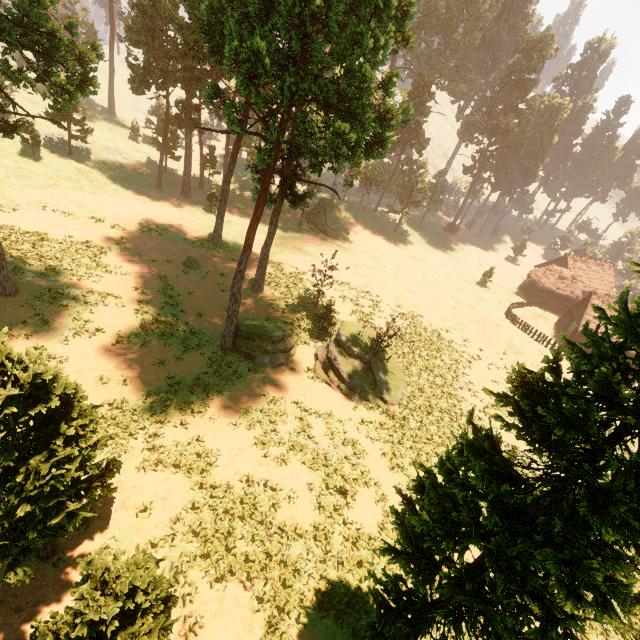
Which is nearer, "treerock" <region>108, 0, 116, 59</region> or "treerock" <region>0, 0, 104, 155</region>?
"treerock" <region>0, 0, 104, 155</region>

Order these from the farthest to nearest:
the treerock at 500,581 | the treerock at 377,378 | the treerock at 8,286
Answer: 1. the treerock at 377,378
2. the treerock at 8,286
3. the treerock at 500,581

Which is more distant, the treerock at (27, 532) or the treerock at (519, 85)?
the treerock at (519, 85)

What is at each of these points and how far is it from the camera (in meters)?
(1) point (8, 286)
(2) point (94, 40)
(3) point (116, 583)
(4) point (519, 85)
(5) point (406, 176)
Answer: (1) treerock, 19.83
(2) treerock, 16.95
(3) treerock, 6.66
(4) treerock, 59.03
(5) treerock, 58.78

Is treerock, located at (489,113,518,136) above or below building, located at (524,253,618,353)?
above

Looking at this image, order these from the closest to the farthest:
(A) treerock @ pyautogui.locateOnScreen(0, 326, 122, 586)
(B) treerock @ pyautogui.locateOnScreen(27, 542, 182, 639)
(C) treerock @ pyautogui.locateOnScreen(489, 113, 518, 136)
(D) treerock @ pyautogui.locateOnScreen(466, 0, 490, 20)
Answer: (B) treerock @ pyautogui.locateOnScreen(27, 542, 182, 639) → (A) treerock @ pyautogui.locateOnScreen(0, 326, 122, 586) → (C) treerock @ pyautogui.locateOnScreen(489, 113, 518, 136) → (D) treerock @ pyautogui.locateOnScreen(466, 0, 490, 20)

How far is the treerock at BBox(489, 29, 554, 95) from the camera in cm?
5528
